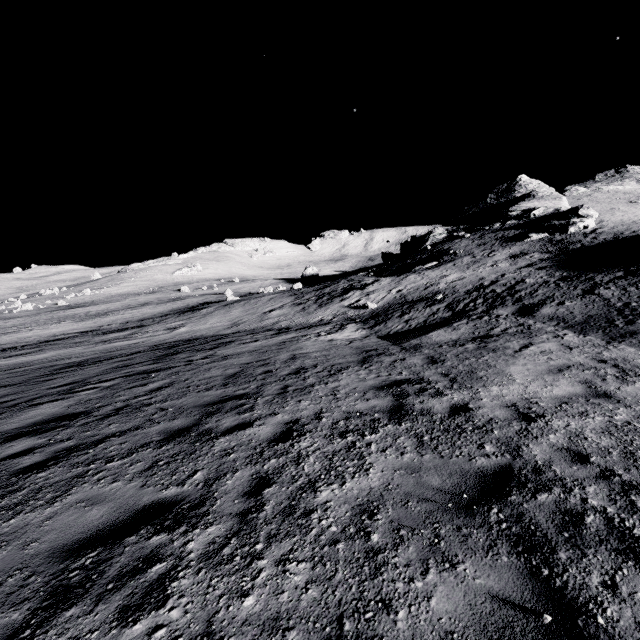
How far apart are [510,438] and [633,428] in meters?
1.9
